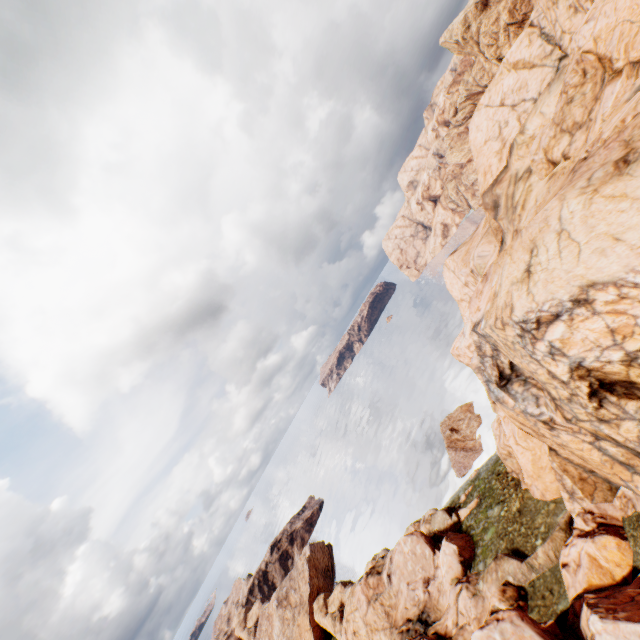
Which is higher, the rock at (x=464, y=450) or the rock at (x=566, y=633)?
the rock at (x=566, y=633)

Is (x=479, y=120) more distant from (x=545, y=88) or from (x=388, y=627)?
(x=388, y=627)

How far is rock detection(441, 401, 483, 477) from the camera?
50.2 meters

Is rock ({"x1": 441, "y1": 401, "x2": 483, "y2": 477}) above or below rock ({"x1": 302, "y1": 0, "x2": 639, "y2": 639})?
below

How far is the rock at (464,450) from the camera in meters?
50.2

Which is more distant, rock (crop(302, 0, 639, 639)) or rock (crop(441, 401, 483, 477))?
rock (crop(441, 401, 483, 477))
